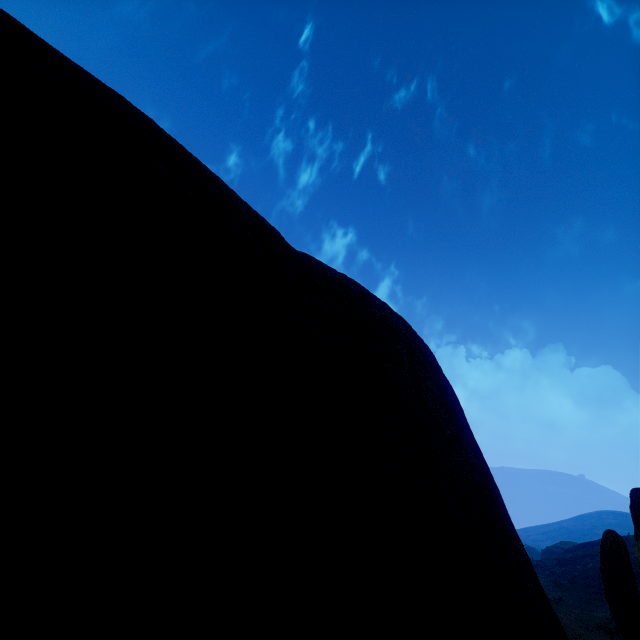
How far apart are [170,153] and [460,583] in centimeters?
281cm
